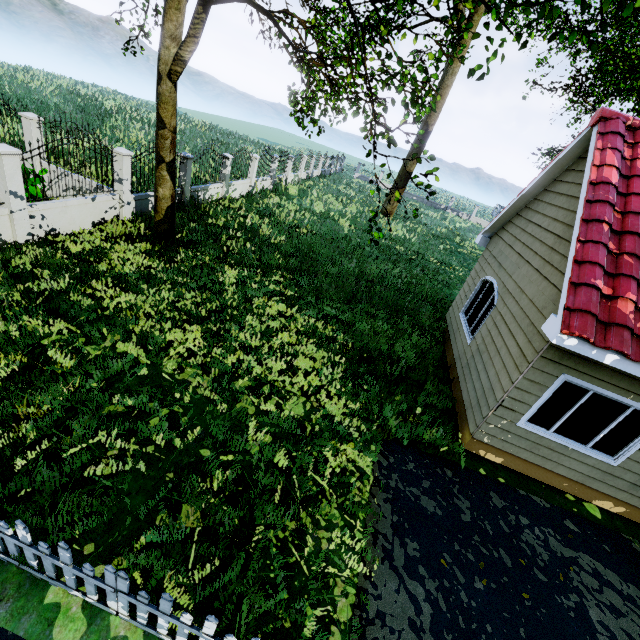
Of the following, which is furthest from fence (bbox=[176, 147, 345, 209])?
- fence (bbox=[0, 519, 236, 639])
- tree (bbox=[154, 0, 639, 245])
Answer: fence (bbox=[0, 519, 236, 639])

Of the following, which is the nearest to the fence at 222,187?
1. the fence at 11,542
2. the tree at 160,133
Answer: the tree at 160,133

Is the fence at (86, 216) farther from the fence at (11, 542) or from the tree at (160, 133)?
the fence at (11, 542)

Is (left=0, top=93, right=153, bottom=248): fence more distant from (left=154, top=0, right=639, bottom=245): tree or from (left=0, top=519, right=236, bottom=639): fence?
(left=0, top=519, right=236, bottom=639): fence

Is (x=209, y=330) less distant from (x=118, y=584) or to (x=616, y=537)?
(x=118, y=584)

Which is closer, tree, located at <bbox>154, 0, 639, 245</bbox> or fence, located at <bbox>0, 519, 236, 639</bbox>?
fence, located at <bbox>0, 519, 236, 639</bbox>

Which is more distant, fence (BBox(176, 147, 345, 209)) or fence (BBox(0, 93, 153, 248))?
fence (BBox(176, 147, 345, 209))
